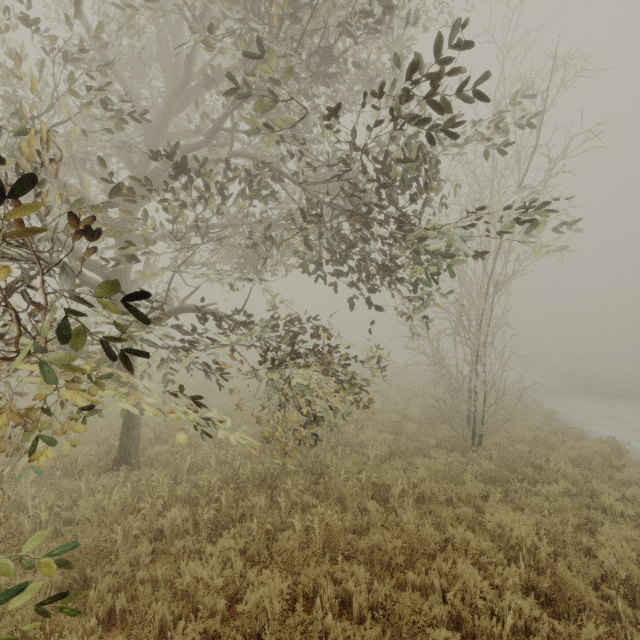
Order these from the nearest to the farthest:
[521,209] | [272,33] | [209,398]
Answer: [521,209]
[272,33]
[209,398]

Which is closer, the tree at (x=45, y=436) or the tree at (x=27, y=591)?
the tree at (x=27, y=591)

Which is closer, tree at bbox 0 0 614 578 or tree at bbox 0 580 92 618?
tree at bbox 0 580 92 618
